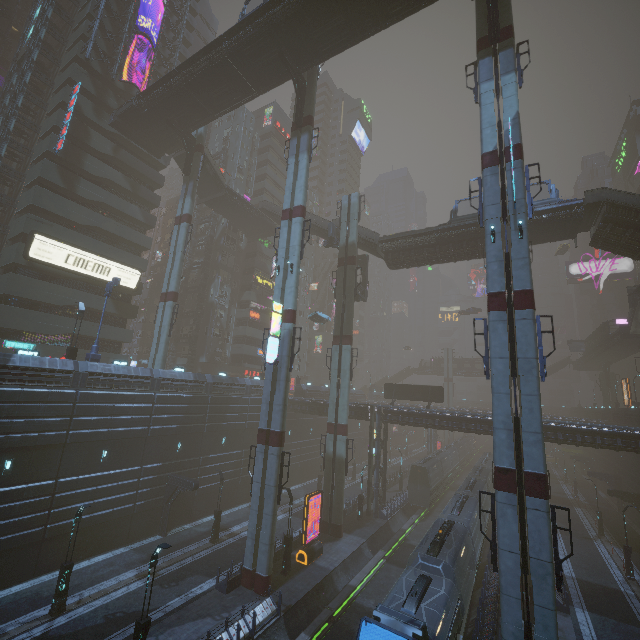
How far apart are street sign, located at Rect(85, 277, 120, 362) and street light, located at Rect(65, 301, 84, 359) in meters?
1.3 m

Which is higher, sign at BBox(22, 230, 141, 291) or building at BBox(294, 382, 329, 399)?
sign at BBox(22, 230, 141, 291)

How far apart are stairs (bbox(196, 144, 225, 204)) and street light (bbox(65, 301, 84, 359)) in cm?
2299

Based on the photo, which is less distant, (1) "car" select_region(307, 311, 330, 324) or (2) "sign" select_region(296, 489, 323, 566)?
(2) "sign" select_region(296, 489, 323, 566)

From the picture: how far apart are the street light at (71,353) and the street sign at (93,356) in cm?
127

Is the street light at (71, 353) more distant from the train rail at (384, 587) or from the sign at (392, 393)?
the sign at (392, 393)

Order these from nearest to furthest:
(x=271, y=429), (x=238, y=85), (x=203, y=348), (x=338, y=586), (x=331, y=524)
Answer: (x=271, y=429), (x=338, y=586), (x=331, y=524), (x=238, y=85), (x=203, y=348)
